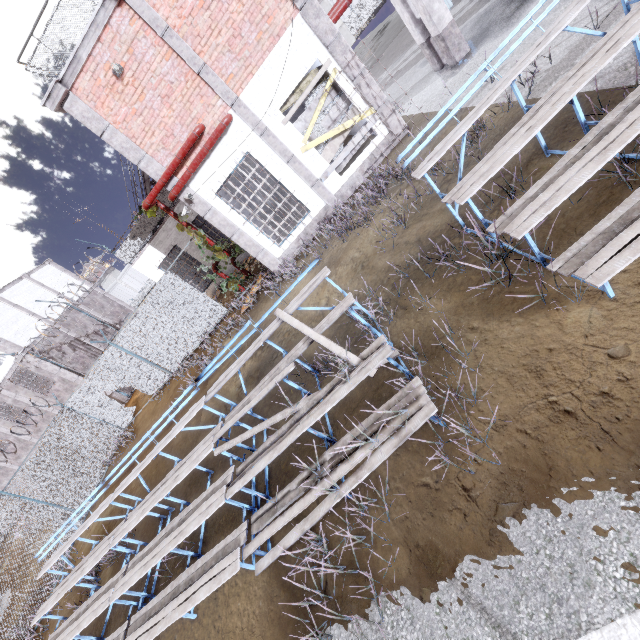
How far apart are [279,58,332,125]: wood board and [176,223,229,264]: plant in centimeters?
424cm

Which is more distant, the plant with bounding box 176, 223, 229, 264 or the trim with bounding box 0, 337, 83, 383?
the trim with bounding box 0, 337, 83, 383

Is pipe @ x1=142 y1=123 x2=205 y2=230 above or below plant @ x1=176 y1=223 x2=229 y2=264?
above

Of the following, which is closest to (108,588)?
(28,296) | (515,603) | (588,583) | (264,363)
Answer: (264,363)

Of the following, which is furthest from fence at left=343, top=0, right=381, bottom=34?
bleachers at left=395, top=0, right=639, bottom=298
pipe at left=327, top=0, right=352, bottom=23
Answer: bleachers at left=395, top=0, right=639, bottom=298

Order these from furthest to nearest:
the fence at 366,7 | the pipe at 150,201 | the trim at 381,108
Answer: the fence at 366,7
the trim at 381,108
the pipe at 150,201

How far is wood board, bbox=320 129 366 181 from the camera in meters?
9.6 m

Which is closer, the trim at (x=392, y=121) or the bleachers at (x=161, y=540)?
the bleachers at (x=161, y=540)
